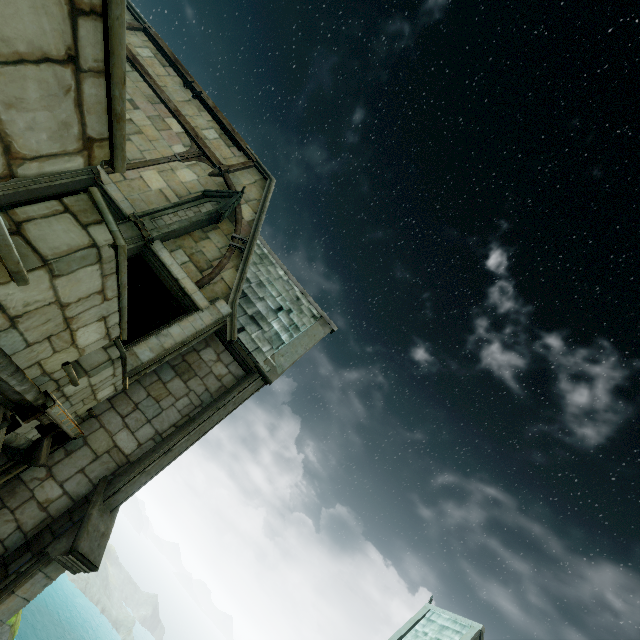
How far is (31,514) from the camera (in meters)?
6.73

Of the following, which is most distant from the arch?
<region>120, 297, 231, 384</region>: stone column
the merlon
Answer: the merlon

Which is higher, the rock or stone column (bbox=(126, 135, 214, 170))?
stone column (bbox=(126, 135, 214, 170))

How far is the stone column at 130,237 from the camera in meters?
9.3 m

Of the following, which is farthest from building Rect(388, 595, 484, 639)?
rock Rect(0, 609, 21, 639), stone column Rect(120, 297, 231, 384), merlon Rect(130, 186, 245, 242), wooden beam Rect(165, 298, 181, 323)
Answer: rock Rect(0, 609, 21, 639)

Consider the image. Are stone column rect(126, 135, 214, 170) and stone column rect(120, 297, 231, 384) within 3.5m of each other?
no

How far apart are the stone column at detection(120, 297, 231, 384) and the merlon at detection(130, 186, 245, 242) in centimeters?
241cm

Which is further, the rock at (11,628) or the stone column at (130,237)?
the rock at (11,628)
